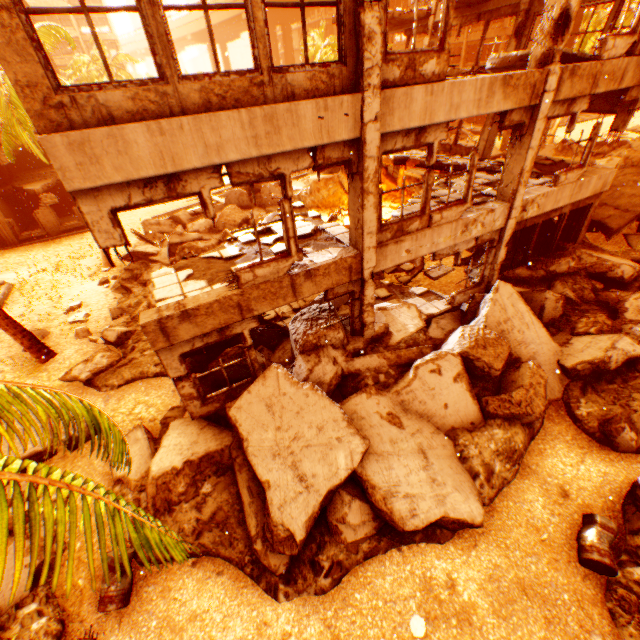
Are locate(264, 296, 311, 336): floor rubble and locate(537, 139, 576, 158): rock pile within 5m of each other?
no

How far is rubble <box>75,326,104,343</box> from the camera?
11.66m

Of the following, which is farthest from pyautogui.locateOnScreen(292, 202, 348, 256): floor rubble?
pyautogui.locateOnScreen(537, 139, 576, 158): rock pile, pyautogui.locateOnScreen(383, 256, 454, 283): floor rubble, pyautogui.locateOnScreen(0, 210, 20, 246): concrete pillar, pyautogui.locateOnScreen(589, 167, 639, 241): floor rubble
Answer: pyautogui.locateOnScreen(0, 210, 20, 246): concrete pillar

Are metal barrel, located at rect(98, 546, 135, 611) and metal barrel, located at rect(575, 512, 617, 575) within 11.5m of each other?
yes

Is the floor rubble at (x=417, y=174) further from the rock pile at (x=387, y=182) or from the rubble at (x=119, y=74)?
the rubble at (x=119, y=74)

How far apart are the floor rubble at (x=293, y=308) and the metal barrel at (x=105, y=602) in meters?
6.0

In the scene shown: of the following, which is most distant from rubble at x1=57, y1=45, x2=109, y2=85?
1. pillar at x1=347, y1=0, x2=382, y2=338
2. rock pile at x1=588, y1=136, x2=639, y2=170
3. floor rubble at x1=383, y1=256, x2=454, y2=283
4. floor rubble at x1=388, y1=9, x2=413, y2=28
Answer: floor rubble at x1=388, y1=9, x2=413, y2=28

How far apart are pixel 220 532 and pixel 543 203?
12.3 meters
